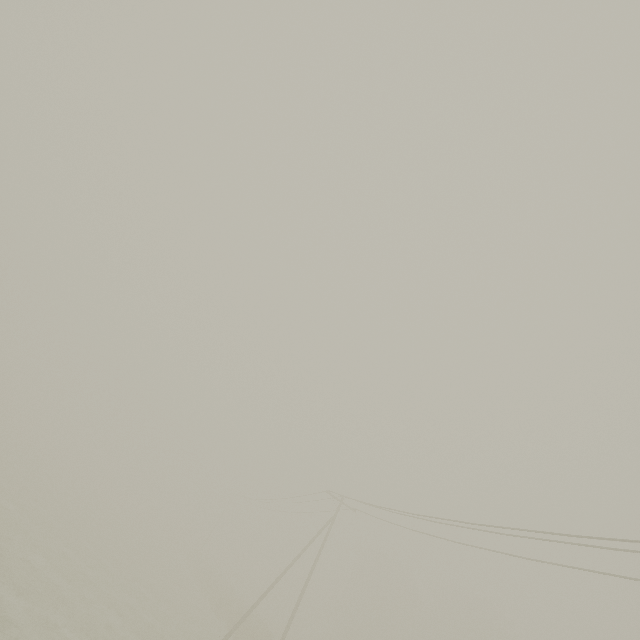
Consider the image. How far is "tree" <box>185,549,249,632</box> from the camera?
32.1m

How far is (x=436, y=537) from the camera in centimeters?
1780cm

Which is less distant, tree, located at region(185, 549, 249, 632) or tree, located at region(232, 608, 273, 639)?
tree, located at region(232, 608, 273, 639)

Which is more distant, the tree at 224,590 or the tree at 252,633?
the tree at 224,590

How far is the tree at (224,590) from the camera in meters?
32.1 m
